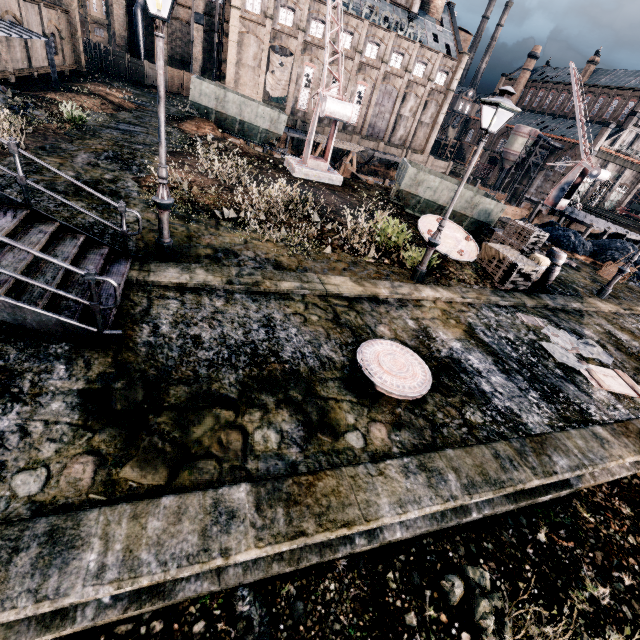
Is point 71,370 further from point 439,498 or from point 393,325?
point 393,325

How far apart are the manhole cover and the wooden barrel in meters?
11.2

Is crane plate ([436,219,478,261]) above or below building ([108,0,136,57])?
below

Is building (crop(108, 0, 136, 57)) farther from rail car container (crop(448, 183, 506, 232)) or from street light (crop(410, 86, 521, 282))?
street light (crop(410, 86, 521, 282))

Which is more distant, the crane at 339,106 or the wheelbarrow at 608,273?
the wheelbarrow at 608,273

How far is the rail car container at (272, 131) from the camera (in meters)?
26.30

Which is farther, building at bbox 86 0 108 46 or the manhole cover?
building at bbox 86 0 108 46

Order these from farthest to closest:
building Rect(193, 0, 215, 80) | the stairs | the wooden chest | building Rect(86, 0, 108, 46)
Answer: building Rect(86, 0, 108, 46)
building Rect(193, 0, 215, 80)
the wooden chest
the stairs
